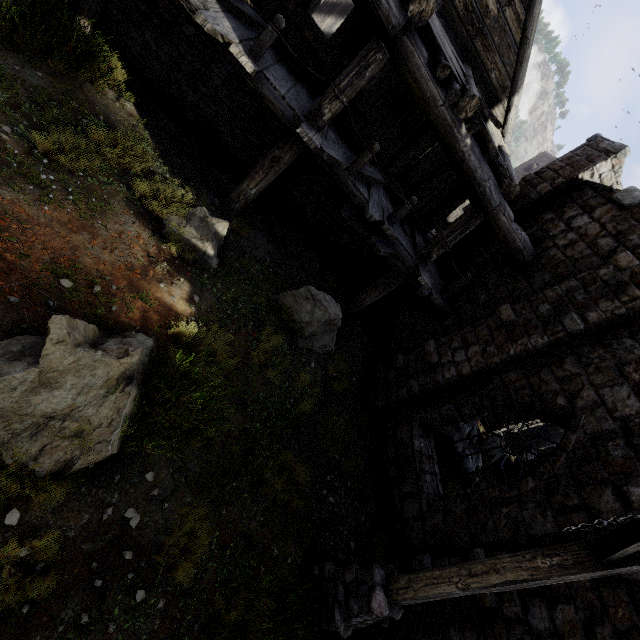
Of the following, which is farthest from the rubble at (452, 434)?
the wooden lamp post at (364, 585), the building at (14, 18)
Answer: the wooden lamp post at (364, 585)

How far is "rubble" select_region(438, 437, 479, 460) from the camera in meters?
10.0 m

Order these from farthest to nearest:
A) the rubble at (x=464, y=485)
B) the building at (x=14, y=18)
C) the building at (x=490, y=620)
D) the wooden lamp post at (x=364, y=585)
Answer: the rubble at (x=464, y=485) < the building at (x=14, y=18) < the building at (x=490, y=620) < the wooden lamp post at (x=364, y=585)

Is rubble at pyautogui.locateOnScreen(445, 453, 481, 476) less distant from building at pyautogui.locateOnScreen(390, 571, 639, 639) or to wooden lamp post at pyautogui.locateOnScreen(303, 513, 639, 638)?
building at pyautogui.locateOnScreen(390, 571, 639, 639)

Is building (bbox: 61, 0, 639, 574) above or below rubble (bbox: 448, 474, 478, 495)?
above

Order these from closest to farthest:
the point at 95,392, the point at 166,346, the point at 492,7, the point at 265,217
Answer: the point at 95,392 < the point at 166,346 < the point at 492,7 < the point at 265,217
